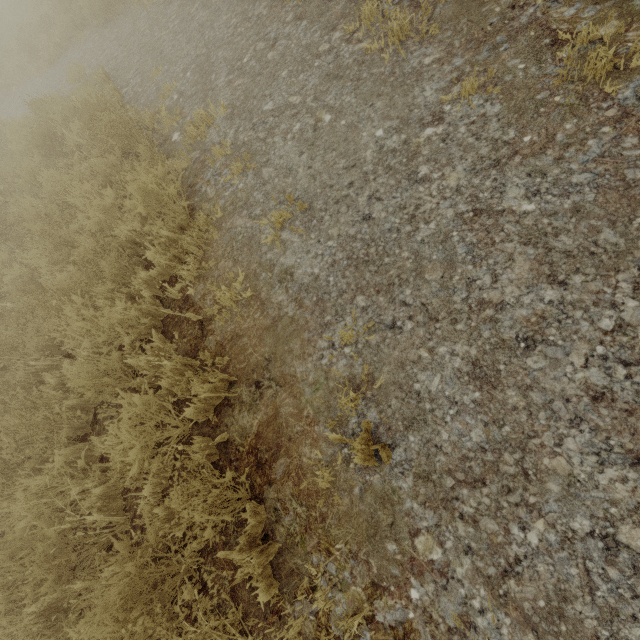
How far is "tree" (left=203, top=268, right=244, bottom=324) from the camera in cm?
306

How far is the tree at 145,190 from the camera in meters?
3.5 m

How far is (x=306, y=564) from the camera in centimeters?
208cm

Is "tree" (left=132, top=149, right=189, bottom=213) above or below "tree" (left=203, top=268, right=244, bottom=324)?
above
